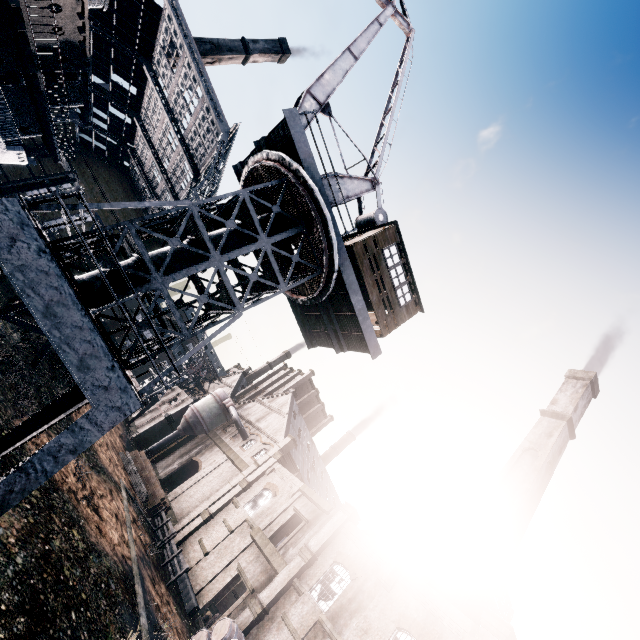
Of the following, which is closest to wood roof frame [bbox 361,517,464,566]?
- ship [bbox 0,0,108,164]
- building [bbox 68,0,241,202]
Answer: building [bbox 68,0,241,202]

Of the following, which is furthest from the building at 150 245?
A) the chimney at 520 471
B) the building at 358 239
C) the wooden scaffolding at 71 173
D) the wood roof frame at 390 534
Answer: the building at 358 239

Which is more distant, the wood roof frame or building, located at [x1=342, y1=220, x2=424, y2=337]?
the wood roof frame

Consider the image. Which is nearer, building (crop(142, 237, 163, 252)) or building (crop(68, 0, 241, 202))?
building (crop(142, 237, 163, 252))

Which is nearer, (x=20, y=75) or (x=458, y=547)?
(x=20, y=75)

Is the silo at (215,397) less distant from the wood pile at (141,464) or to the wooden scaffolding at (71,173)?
the wood pile at (141,464)

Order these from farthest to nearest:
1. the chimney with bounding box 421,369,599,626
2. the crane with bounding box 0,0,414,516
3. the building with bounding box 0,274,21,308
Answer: the building with bounding box 0,274,21,308
the chimney with bounding box 421,369,599,626
the crane with bounding box 0,0,414,516

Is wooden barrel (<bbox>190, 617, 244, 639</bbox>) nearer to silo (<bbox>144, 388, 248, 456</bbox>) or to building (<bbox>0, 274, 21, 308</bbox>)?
building (<bbox>0, 274, 21, 308</bbox>)
